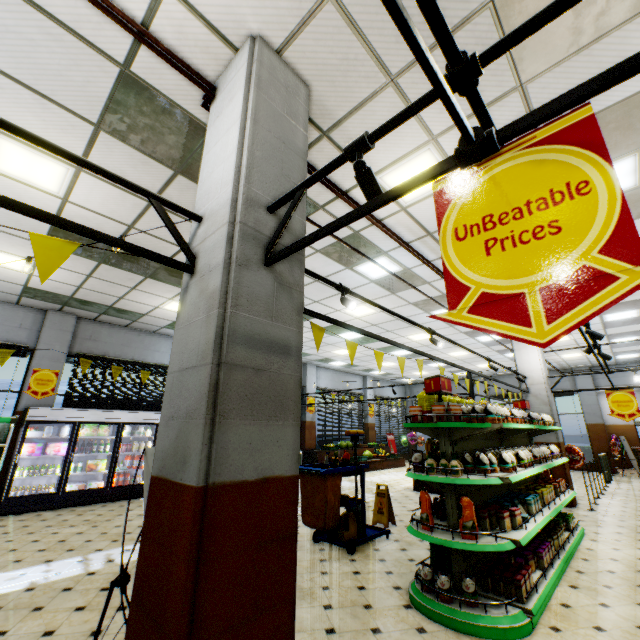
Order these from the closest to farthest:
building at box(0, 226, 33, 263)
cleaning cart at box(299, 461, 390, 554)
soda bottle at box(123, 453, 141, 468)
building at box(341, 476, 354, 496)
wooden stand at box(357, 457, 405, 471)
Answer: cleaning cart at box(299, 461, 390, 554) → building at box(0, 226, 33, 263) → soda bottle at box(123, 453, 141, 468) → building at box(341, 476, 354, 496) → wooden stand at box(357, 457, 405, 471)

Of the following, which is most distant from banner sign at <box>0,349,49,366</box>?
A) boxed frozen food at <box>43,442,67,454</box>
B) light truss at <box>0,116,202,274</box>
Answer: light truss at <box>0,116,202,274</box>

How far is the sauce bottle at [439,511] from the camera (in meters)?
4.10

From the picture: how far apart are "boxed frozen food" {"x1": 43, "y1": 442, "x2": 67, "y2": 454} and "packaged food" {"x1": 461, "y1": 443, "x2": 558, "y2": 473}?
9.7 meters

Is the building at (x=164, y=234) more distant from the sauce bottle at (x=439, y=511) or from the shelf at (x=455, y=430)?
the sauce bottle at (x=439, y=511)

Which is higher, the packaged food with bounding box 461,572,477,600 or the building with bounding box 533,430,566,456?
the building with bounding box 533,430,566,456

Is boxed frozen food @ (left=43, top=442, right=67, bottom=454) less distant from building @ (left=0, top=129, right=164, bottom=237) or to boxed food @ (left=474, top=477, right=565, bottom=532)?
building @ (left=0, top=129, right=164, bottom=237)

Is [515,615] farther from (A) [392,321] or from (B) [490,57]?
(A) [392,321]
